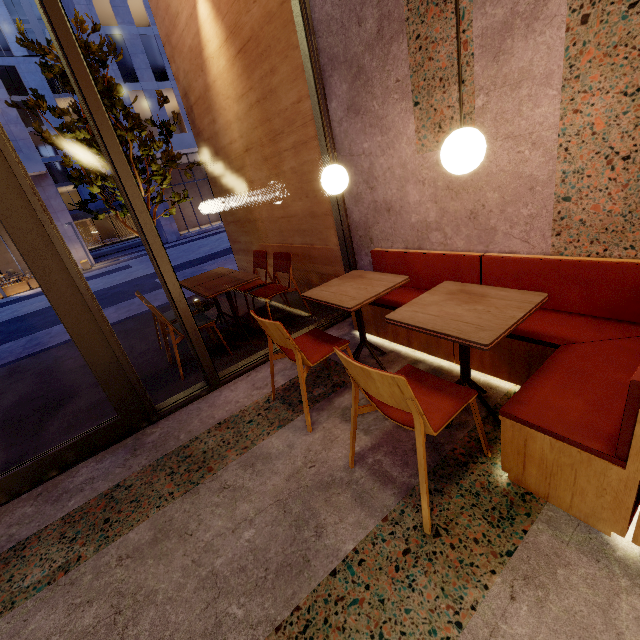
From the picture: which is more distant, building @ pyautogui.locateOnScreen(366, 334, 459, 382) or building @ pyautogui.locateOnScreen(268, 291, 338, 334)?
building @ pyautogui.locateOnScreen(268, 291, 338, 334)

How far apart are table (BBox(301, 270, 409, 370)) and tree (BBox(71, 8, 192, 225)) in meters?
3.7

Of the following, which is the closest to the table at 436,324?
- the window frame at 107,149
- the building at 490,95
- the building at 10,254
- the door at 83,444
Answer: the building at 490,95

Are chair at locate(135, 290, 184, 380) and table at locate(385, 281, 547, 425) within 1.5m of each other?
no

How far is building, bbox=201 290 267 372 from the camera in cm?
360

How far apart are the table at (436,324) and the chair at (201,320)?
2.3 meters

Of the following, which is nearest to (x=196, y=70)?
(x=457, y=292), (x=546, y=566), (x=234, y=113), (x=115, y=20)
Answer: (x=234, y=113)

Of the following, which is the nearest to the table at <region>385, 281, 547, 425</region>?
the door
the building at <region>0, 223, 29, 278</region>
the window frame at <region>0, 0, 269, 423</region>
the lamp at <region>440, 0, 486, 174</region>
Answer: the lamp at <region>440, 0, 486, 174</region>
